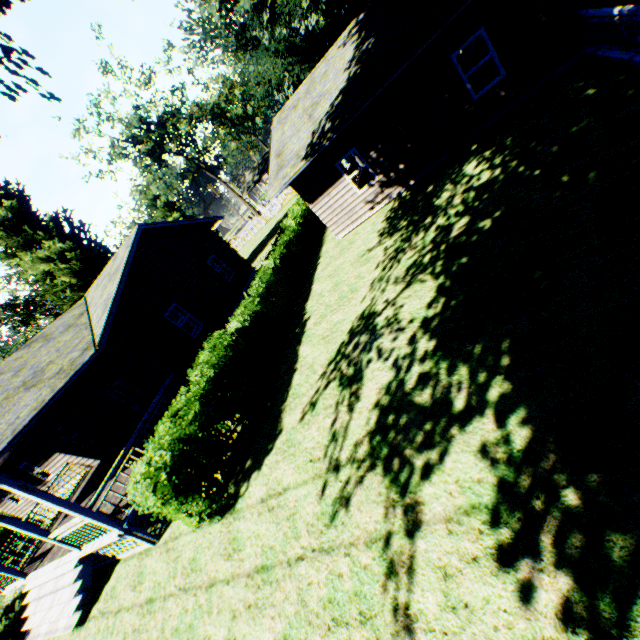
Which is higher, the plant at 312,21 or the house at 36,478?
the plant at 312,21

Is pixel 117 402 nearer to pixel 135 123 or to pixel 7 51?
pixel 7 51

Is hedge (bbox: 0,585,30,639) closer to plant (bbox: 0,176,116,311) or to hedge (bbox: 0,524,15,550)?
hedge (bbox: 0,524,15,550)

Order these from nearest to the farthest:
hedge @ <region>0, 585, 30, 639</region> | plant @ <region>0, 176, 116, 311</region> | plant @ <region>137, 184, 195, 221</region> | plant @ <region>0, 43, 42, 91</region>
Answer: plant @ <region>0, 43, 42, 91</region> → hedge @ <region>0, 585, 30, 639</region> → plant @ <region>0, 176, 116, 311</region> → plant @ <region>137, 184, 195, 221</region>

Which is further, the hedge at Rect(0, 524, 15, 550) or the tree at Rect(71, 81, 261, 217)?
the tree at Rect(71, 81, 261, 217)

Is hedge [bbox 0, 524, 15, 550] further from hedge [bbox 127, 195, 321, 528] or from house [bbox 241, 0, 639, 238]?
house [bbox 241, 0, 639, 238]

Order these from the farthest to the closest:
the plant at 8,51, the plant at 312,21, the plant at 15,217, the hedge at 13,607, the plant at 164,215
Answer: the plant at 164,215 → the plant at 15,217 → the plant at 312,21 → the hedge at 13,607 → the plant at 8,51

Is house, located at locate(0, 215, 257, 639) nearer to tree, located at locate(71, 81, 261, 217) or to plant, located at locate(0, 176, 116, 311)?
plant, located at locate(0, 176, 116, 311)
